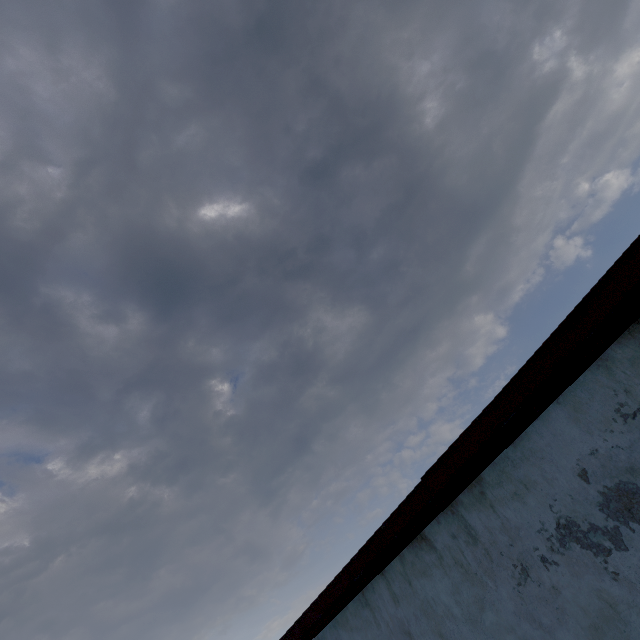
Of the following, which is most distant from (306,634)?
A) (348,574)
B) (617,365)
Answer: (617,365)
